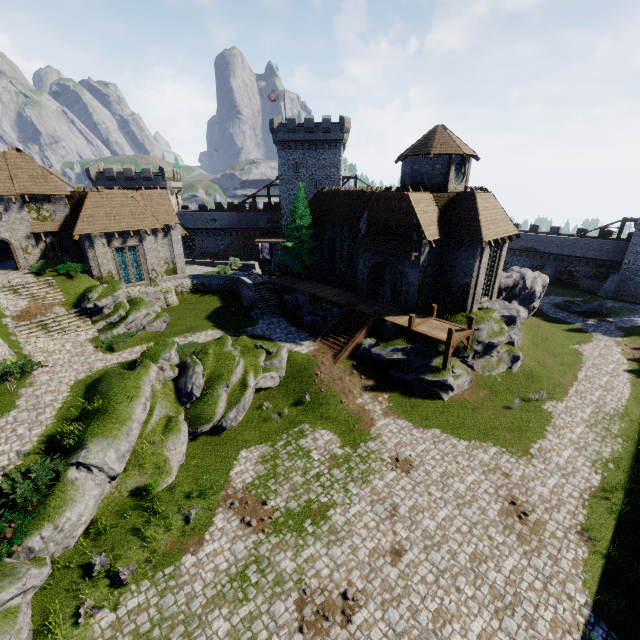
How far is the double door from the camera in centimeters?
2542cm

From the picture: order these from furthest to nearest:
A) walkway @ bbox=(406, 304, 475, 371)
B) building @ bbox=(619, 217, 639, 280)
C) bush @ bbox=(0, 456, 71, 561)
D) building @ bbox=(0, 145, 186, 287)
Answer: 1. building @ bbox=(619, 217, 639, 280)
2. building @ bbox=(0, 145, 186, 287)
3. walkway @ bbox=(406, 304, 475, 371)
4. bush @ bbox=(0, 456, 71, 561)

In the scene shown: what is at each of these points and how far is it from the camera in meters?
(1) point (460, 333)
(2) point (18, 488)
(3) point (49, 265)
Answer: (1) walkway, 22.4
(2) bush, 11.9
(3) bush, 27.2

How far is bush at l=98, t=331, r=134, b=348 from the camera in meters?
23.0 m

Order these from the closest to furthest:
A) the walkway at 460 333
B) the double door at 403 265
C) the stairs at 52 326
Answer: the walkway at 460 333 → the stairs at 52 326 → the double door at 403 265

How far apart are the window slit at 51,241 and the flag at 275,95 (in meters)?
34.68

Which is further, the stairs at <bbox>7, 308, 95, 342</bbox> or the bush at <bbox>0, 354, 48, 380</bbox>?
the stairs at <bbox>7, 308, 95, 342</bbox>

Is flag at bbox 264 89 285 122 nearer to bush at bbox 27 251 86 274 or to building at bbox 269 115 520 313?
building at bbox 269 115 520 313
